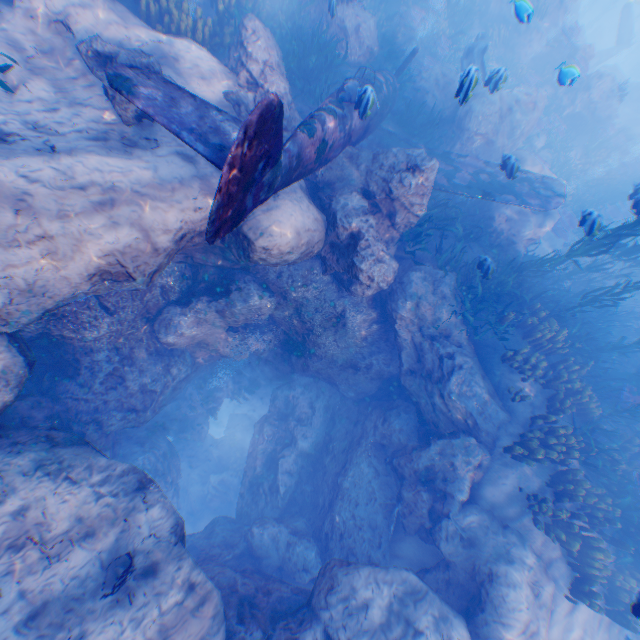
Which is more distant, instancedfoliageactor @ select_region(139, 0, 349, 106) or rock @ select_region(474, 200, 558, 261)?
rock @ select_region(474, 200, 558, 261)

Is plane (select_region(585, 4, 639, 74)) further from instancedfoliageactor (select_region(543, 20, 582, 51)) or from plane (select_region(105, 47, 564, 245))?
plane (select_region(105, 47, 564, 245))

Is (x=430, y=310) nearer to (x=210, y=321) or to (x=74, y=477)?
(x=210, y=321)

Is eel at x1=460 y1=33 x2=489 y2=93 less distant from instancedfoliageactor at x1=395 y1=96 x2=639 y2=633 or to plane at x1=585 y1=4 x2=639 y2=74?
instancedfoliageactor at x1=395 y1=96 x2=639 y2=633

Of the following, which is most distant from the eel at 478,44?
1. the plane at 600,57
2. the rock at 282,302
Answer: the plane at 600,57

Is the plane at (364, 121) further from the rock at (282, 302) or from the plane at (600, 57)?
the plane at (600, 57)
